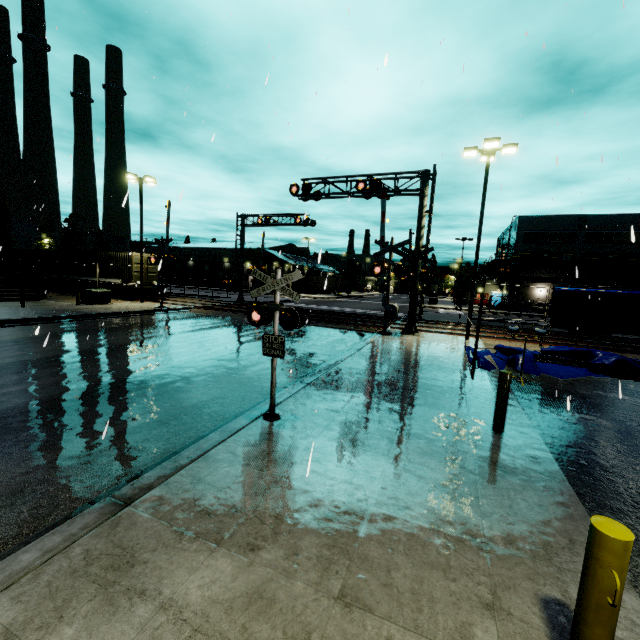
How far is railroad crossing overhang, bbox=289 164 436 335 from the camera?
17.0 meters

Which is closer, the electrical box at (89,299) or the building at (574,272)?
the electrical box at (89,299)

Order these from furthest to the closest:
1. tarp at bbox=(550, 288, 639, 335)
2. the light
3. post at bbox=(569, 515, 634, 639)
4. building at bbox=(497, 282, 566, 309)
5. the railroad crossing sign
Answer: building at bbox=(497, 282, 566, 309)
the light
tarp at bbox=(550, 288, 639, 335)
the railroad crossing sign
post at bbox=(569, 515, 634, 639)

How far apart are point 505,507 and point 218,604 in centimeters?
344cm

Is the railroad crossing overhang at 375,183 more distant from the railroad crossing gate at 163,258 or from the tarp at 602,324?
the railroad crossing gate at 163,258

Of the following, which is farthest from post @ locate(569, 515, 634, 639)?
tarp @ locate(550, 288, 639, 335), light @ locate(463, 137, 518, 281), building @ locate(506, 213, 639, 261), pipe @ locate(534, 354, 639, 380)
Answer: light @ locate(463, 137, 518, 281)

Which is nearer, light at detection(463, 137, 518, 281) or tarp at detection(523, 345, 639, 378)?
tarp at detection(523, 345, 639, 378)

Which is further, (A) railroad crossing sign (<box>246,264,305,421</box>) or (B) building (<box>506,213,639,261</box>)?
(B) building (<box>506,213,639,261</box>)
